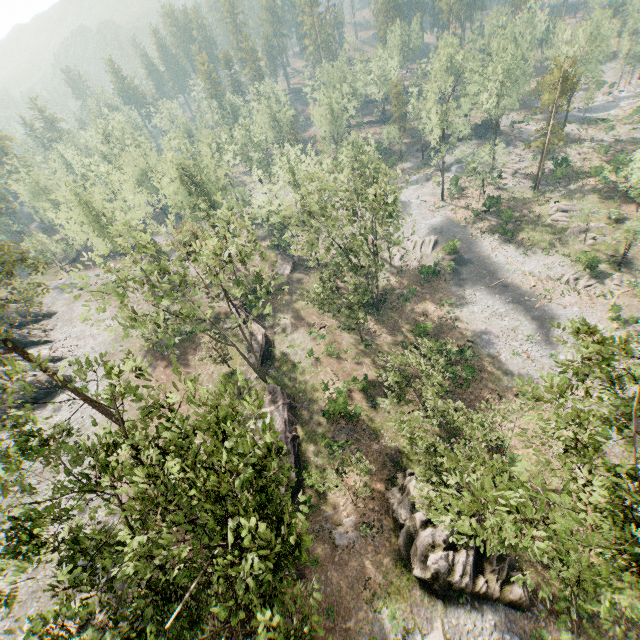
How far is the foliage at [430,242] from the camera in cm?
5016

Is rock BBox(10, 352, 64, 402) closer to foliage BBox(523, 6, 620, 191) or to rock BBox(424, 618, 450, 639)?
foliage BBox(523, 6, 620, 191)

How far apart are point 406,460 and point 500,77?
63.42m

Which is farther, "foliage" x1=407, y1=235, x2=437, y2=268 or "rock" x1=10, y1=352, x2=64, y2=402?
"foliage" x1=407, y1=235, x2=437, y2=268

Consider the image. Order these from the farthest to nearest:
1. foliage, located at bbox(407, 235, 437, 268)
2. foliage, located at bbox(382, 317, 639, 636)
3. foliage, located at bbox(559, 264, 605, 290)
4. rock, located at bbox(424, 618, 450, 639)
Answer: foliage, located at bbox(407, 235, 437, 268), foliage, located at bbox(559, 264, 605, 290), rock, located at bbox(424, 618, 450, 639), foliage, located at bbox(382, 317, 639, 636)

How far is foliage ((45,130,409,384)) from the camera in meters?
22.8

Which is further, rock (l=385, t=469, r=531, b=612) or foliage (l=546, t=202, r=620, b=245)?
foliage (l=546, t=202, r=620, b=245)

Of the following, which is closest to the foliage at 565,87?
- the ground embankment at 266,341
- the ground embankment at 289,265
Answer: the ground embankment at 289,265
